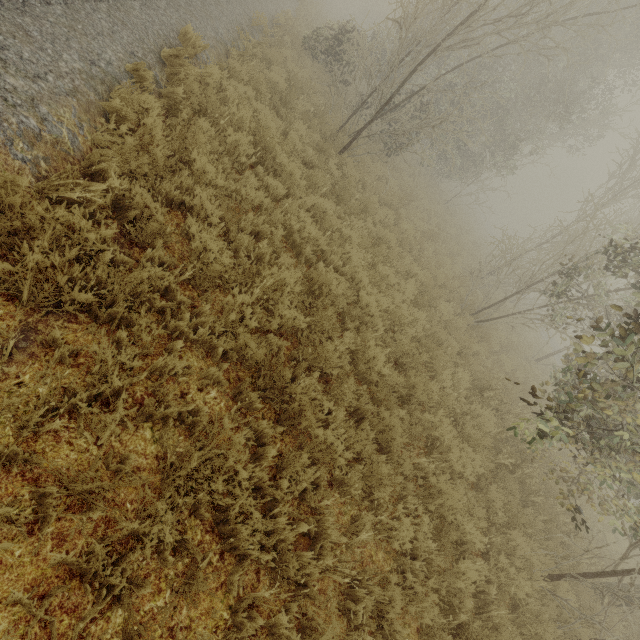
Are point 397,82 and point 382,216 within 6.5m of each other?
yes
